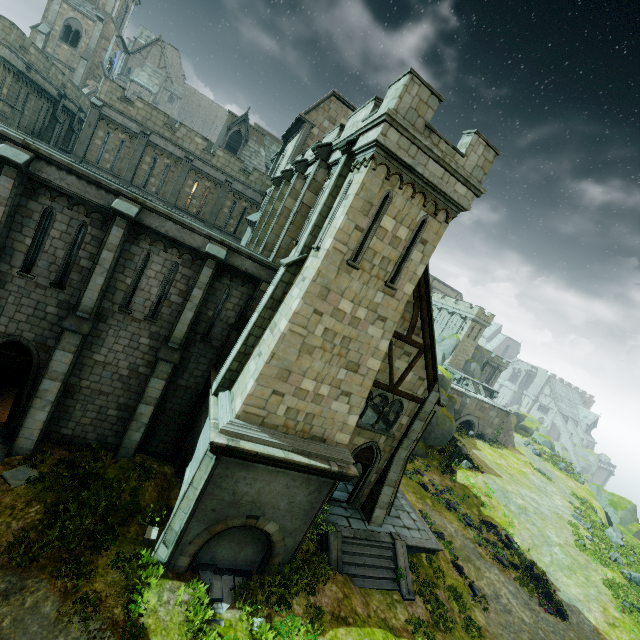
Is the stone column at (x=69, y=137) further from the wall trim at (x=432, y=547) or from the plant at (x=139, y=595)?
the wall trim at (x=432, y=547)

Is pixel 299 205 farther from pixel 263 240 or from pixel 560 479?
pixel 560 479

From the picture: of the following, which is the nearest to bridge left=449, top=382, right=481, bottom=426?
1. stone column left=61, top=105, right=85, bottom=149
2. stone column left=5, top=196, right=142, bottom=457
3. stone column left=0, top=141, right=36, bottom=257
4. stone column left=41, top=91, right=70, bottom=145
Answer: stone column left=5, top=196, right=142, bottom=457

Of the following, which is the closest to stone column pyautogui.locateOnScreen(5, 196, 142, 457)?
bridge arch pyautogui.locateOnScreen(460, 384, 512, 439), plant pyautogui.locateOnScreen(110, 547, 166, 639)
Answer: plant pyautogui.locateOnScreen(110, 547, 166, 639)

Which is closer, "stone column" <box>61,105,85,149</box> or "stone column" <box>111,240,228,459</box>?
"stone column" <box>111,240,228,459</box>

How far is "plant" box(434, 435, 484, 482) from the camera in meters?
28.7 m

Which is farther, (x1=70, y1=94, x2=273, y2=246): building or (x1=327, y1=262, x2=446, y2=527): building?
(x1=70, y1=94, x2=273, y2=246): building

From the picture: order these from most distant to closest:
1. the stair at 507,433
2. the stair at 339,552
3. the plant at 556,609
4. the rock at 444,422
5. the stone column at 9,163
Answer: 1. the stair at 507,433
2. the rock at 444,422
3. the plant at 556,609
4. the stair at 339,552
5. the stone column at 9,163
